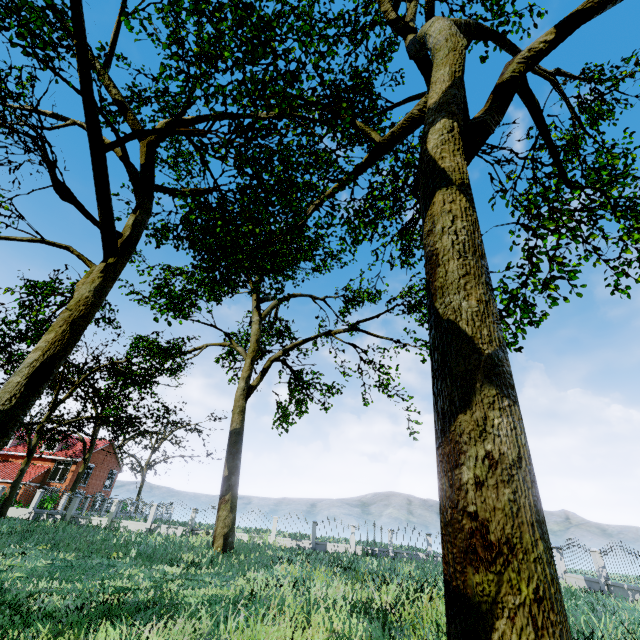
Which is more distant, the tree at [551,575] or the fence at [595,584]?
the fence at [595,584]

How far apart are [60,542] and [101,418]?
21.4m

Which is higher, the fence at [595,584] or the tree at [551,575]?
the tree at [551,575]

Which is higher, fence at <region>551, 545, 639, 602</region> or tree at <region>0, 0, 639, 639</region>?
tree at <region>0, 0, 639, 639</region>

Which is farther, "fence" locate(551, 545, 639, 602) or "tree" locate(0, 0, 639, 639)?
"fence" locate(551, 545, 639, 602)
